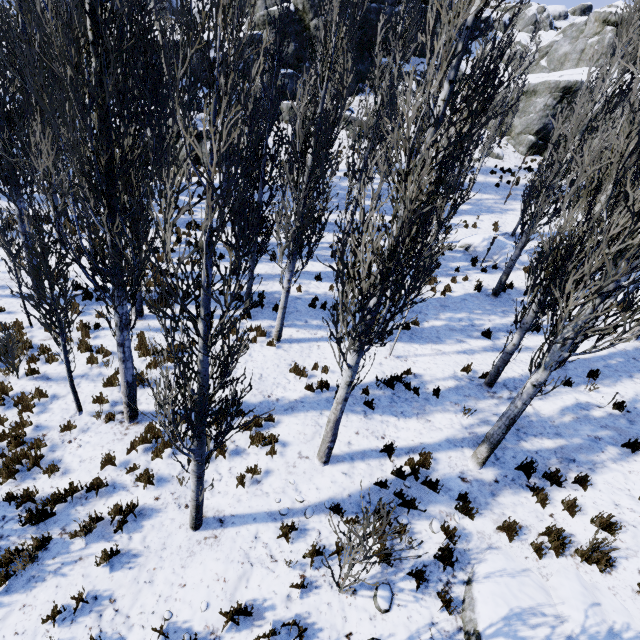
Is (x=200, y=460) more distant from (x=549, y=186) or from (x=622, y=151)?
(x=549, y=186)

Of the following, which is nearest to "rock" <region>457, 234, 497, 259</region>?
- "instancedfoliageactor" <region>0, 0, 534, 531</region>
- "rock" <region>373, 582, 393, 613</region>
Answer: "instancedfoliageactor" <region>0, 0, 534, 531</region>

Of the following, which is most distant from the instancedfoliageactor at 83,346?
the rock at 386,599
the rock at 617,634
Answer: the rock at 386,599

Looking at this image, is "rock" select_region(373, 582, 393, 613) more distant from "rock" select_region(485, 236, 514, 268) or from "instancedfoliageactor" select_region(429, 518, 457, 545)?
"rock" select_region(485, 236, 514, 268)

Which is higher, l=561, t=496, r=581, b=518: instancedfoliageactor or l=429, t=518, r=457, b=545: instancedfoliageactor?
Result: l=561, t=496, r=581, b=518: instancedfoliageactor

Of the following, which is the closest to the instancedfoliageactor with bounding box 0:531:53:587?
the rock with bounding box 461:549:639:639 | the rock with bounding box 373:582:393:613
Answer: the rock with bounding box 461:549:639:639

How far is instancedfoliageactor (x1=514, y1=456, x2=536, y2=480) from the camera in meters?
6.7 m

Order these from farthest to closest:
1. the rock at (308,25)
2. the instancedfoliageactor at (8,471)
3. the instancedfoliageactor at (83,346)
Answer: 1. the rock at (308,25)
2. the instancedfoliageactor at (83,346)
3. the instancedfoliageactor at (8,471)
